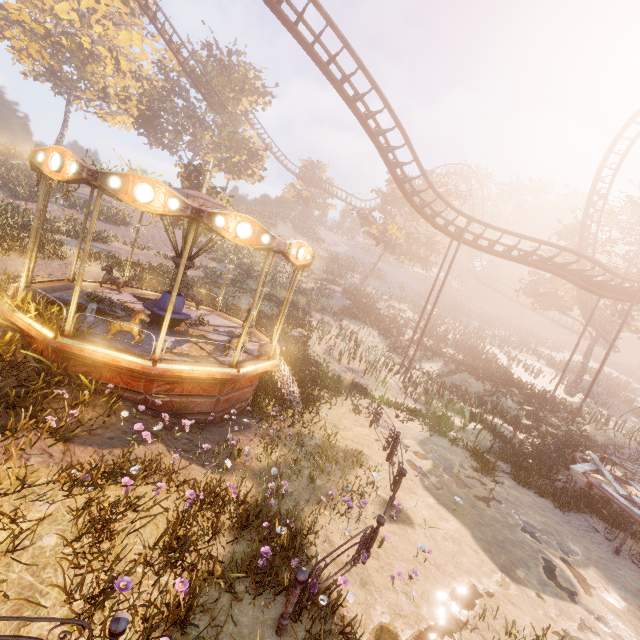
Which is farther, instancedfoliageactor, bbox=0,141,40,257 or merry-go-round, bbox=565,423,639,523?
instancedfoliageactor, bbox=0,141,40,257

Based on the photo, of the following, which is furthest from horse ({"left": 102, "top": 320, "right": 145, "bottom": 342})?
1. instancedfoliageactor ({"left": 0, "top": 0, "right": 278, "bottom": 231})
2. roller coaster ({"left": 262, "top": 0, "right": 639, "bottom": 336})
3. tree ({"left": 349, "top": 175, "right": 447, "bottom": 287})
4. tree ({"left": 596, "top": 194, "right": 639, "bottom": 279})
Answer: tree ({"left": 596, "top": 194, "right": 639, "bottom": 279})

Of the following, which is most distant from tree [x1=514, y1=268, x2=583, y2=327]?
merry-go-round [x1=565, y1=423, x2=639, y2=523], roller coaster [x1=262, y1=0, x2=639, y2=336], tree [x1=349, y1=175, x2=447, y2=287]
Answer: merry-go-round [x1=565, y1=423, x2=639, y2=523]

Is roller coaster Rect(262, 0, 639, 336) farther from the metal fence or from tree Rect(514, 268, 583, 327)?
the metal fence

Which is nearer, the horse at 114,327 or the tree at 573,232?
the horse at 114,327

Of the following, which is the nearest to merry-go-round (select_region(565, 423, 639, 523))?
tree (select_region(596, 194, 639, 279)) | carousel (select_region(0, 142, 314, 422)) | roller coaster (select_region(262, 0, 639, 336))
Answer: roller coaster (select_region(262, 0, 639, 336))

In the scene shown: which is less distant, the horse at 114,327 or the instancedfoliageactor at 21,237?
the horse at 114,327

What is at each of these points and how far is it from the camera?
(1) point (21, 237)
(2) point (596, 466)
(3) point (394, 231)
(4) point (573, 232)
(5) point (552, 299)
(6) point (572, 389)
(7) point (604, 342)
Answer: (1) instancedfoliageactor, 14.5 meters
(2) merry-go-round, 13.1 meters
(3) tree, 33.8 meters
(4) tree, 31.2 meters
(5) tree, 32.4 meters
(6) tree, 30.5 meters
(7) roller coaster, 39.2 meters
